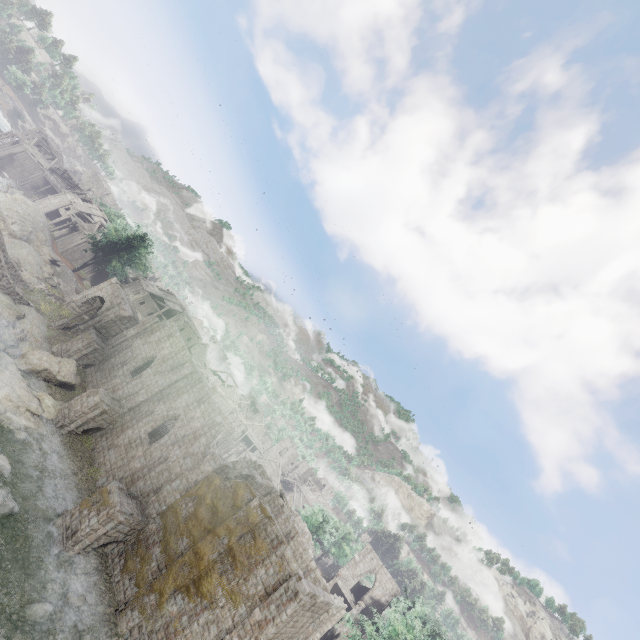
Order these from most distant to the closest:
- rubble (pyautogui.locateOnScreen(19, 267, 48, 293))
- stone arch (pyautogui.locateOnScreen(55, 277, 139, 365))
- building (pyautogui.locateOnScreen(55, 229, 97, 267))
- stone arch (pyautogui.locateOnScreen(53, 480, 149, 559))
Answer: building (pyautogui.locateOnScreen(55, 229, 97, 267)) < rubble (pyautogui.locateOnScreen(19, 267, 48, 293)) < stone arch (pyautogui.locateOnScreen(55, 277, 139, 365)) < stone arch (pyautogui.locateOnScreen(53, 480, 149, 559))

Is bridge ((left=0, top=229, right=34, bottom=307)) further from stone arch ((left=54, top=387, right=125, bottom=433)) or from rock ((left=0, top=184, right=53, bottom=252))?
stone arch ((left=54, top=387, right=125, bottom=433))

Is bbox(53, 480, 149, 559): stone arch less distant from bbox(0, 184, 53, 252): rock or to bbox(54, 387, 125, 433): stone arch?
bbox(54, 387, 125, 433): stone arch

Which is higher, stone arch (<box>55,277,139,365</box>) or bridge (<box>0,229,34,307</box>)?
stone arch (<box>55,277,139,365</box>)

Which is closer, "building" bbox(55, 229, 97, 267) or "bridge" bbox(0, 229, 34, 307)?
"bridge" bbox(0, 229, 34, 307)

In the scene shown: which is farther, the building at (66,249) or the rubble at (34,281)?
the building at (66,249)

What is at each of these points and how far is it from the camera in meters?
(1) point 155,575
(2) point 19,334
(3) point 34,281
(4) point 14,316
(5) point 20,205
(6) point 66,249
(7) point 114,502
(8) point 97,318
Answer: (1) building, 19.2 m
(2) rubble, 28.7 m
(3) rubble, 37.6 m
(4) rock, 29.6 m
(5) rock, 51.2 m
(6) building, 56.3 m
(7) stone arch, 19.3 m
(8) stone arch, 36.8 m

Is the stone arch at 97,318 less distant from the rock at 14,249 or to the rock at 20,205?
the rock at 14,249
